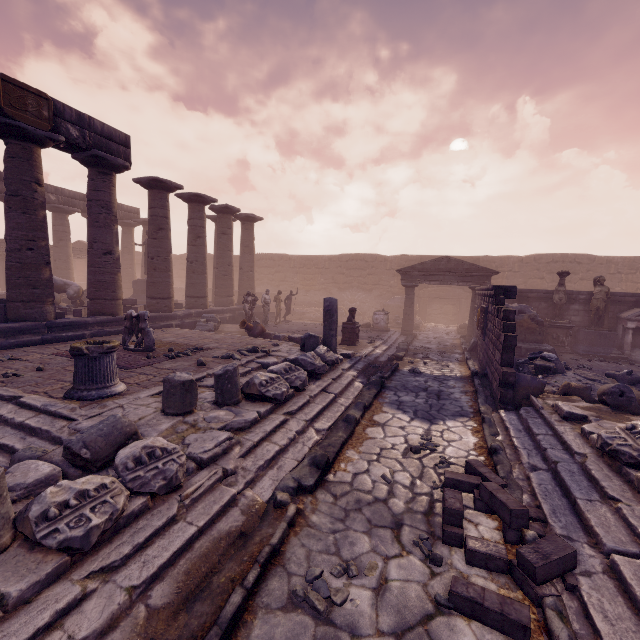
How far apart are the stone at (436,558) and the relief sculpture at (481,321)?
8.3 meters

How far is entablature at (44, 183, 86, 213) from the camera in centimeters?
1814cm

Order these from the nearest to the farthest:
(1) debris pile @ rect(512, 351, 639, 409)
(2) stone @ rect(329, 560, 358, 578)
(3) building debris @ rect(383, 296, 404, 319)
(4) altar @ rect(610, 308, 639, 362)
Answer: (2) stone @ rect(329, 560, 358, 578)
(1) debris pile @ rect(512, 351, 639, 409)
(4) altar @ rect(610, 308, 639, 362)
(3) building debris @ rect(383, 296, 404, 319)

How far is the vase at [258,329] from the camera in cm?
1226

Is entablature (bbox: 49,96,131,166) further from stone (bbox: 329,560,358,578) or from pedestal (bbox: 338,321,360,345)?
stone (bbox: 329,560,358,578)

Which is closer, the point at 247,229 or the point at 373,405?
the point at 373,405

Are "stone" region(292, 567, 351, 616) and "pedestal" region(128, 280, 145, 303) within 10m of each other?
no

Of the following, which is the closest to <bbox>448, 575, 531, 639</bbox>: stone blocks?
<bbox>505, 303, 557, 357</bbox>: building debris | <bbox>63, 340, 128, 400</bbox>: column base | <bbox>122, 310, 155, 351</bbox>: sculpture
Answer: <bbox>63, 340, 128, 400</bbox>: column base
